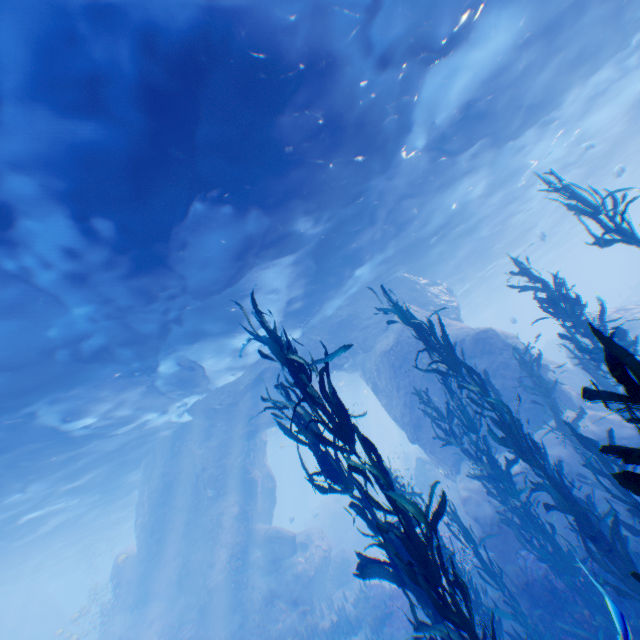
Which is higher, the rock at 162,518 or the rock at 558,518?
the rock at 162,518

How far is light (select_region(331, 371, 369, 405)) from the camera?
34.5 meters

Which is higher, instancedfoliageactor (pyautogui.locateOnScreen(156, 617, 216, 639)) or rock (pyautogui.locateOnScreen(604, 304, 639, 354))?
rock (pyautogui.locateOnScreen(604, 304, 639, 354))

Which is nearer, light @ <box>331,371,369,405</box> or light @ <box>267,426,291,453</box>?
light @ <box>267,426,291,453</box>

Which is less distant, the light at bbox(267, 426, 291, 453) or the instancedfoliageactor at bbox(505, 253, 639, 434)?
the instancedfoliageactor at bbox(505, 253, 639, 434)

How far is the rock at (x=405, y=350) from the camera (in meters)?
11.01

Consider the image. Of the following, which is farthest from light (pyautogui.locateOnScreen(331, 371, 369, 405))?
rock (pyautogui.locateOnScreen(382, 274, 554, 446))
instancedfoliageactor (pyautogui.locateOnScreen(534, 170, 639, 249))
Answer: instancedfoliageactor (pyautogui.locateOnScreen(534, 170, 639, 249))

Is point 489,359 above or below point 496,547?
above
